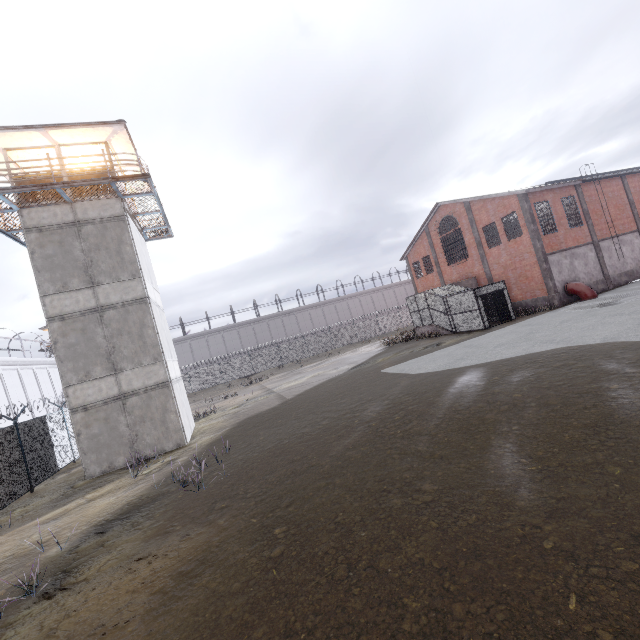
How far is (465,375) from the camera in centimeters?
1184cm

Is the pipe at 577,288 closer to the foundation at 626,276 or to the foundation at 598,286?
the foundation at 598,286

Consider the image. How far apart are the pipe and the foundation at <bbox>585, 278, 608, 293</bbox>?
0.05m

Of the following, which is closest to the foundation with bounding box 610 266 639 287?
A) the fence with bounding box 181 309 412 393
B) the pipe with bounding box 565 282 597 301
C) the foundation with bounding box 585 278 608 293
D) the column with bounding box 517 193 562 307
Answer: the foundation with bounding box 585 278 608 293

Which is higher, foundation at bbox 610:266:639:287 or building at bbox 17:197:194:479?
building at bbox 17:197:194:479

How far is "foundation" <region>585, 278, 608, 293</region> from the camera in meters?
25.1 m

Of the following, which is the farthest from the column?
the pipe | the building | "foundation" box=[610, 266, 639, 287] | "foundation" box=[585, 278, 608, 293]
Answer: the building

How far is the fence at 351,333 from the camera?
41.4 meters
